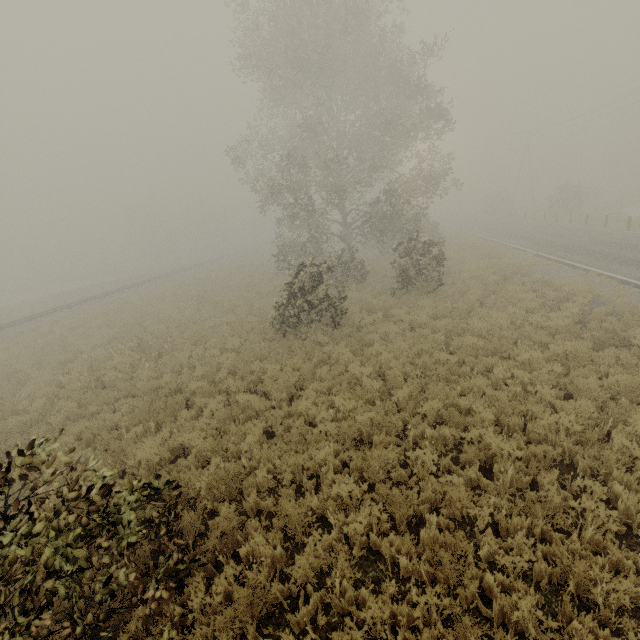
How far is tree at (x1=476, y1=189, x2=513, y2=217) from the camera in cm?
5301

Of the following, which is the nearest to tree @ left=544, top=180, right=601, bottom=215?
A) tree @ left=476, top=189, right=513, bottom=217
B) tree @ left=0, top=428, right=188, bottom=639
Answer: tree @ left=476, top=189, right=513, bottom=217

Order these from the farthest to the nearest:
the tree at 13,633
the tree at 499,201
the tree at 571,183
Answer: the tree at 499,201 → the tree at 571,183 → the tree at 13,633

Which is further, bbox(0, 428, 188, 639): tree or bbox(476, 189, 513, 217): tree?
bbox(476, 189, 513, 217): tree

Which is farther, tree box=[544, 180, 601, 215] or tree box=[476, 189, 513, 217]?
tree box=[476, 189, 513, 217]

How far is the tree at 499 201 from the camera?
53.0 meters

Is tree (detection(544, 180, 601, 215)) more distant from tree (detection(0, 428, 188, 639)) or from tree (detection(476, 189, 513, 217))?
tree (detection(0, 428, 188, 639))

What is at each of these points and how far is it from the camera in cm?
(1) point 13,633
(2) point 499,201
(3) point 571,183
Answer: (1) tree, 297
(2) tree, 5303
(3) tree, 3831
